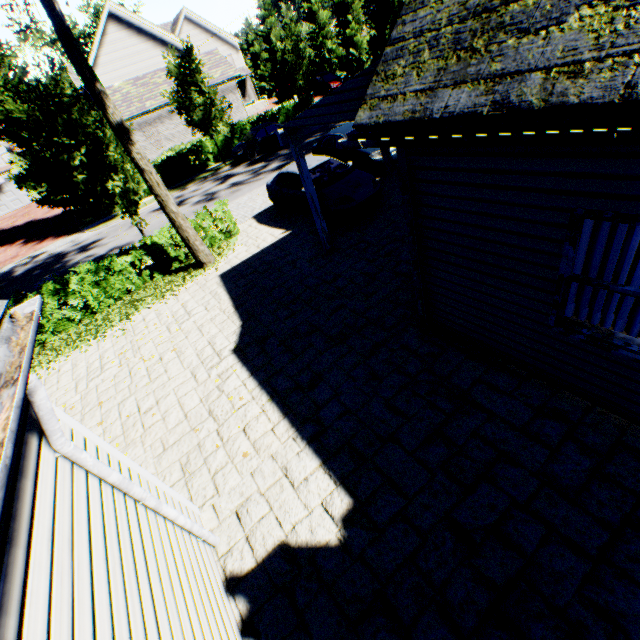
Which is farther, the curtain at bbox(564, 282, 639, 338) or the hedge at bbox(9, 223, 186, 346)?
the hedge at bbox(9, 223, 186, 346)

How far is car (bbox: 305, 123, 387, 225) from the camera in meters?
9.8 m

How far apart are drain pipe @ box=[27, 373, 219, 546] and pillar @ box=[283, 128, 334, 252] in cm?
697

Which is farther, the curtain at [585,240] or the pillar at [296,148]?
the pillar at [296,148]

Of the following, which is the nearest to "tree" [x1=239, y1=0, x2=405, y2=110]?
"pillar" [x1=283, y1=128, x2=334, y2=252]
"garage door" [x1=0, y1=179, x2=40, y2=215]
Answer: "pillar" [x1=283, y1=128, x2=334, y2=252]

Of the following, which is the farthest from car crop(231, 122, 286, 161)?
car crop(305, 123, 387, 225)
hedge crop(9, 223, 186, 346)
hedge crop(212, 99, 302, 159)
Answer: hedge crop(9, 223, 186, 346)

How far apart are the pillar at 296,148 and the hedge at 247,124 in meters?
23.3 m

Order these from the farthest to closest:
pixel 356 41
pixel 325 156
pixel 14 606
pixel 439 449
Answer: pixel 356 41
pixel 325 156
pixel 439 449
pixel 14 606
